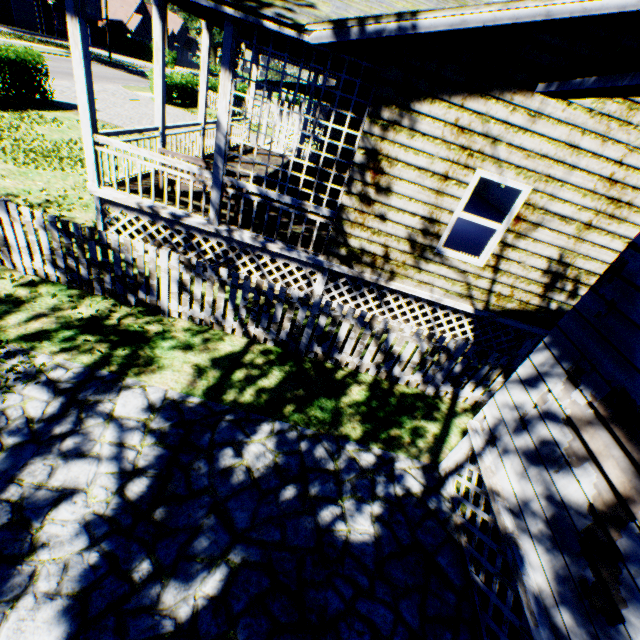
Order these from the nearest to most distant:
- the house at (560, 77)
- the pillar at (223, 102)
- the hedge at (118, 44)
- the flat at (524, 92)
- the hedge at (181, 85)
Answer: the house at (560, 77) < the flat at (524, 92) < the pillar at (223, 102) < the hedge at (181, 85) < the hedge at (118, 44)

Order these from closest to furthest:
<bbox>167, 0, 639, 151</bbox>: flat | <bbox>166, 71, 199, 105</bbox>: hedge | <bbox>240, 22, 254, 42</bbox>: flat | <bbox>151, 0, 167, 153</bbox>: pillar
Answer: <bbox>167, 0, 639, 151</bbox>: flat
<bbox>240, 22, 254, 42</bbox>: flat
<bbox>151, 0, 167, 153</bbox>: pillar
<bbox>166, 71, 199, 105</bbox>: hedge

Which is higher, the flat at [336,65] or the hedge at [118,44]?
the flat at [336,65]

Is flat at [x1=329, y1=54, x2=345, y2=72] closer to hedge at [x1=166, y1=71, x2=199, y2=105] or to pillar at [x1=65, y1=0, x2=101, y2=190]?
pillar at [x1=65, y1=0, x2=101, y2=190]

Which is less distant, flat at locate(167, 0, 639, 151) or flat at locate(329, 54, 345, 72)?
flat at locate(167, 0, 639, 151)

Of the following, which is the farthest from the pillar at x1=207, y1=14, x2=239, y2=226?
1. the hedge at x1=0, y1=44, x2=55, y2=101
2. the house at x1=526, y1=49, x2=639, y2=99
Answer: the hedge at x1=0, y1=44, x2=55, y2=101

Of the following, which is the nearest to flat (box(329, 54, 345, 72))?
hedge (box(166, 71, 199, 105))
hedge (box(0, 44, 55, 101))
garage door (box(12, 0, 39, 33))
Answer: hedge (box(0, 44, 55, 101))

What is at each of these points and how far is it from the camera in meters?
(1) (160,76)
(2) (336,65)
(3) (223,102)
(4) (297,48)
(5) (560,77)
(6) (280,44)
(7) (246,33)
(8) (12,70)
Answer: (1) pillar, 7.5 m
(2) flat, 8.2 m
(3) pillar, 5.4 m
(4) flat, 7.4 m
(5) house, 2.4 m
(6) flat, 7.8 m
(7) flat, 8.0 m
(8) hedge, 12.8 m
